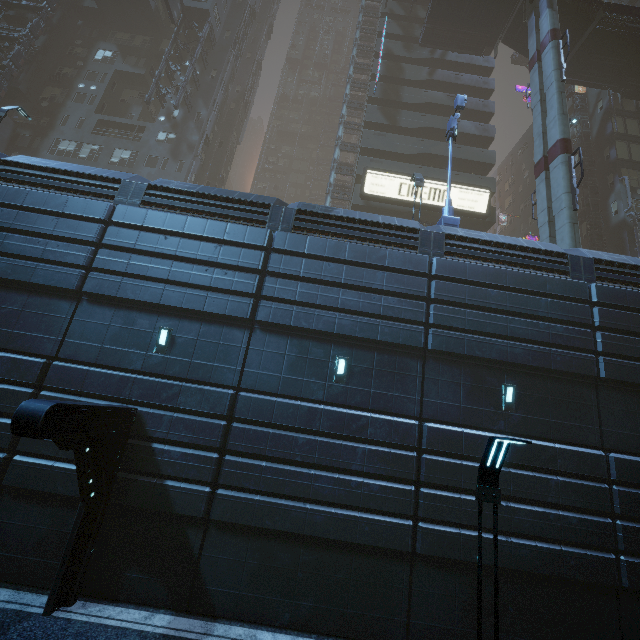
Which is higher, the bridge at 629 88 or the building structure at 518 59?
the building structure at 518 59

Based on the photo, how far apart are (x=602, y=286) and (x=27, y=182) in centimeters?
2245cm

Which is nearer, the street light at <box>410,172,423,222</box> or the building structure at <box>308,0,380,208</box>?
the street light at <box>410,172,423,222</box>

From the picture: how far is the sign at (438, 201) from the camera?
26.0m

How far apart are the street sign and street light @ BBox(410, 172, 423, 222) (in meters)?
0.82

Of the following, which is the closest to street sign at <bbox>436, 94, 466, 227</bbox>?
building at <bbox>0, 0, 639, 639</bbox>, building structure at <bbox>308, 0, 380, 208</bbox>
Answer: building at <bbox>0, 0, 639, 639</bbox>

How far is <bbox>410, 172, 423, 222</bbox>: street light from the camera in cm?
1609

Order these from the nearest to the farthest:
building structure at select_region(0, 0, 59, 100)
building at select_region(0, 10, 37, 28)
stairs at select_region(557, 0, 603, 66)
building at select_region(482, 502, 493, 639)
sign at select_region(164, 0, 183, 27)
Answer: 1. building at select_region(482, 502, 493, 639)
2. stairs at select_region(557, 0, 603, 66)
3. building structure at select_region(0, 0, 59, 100)
4. sign at select_region(164, 0, 183, 27)
5. building at select_region(0, 10, 37, 28)
